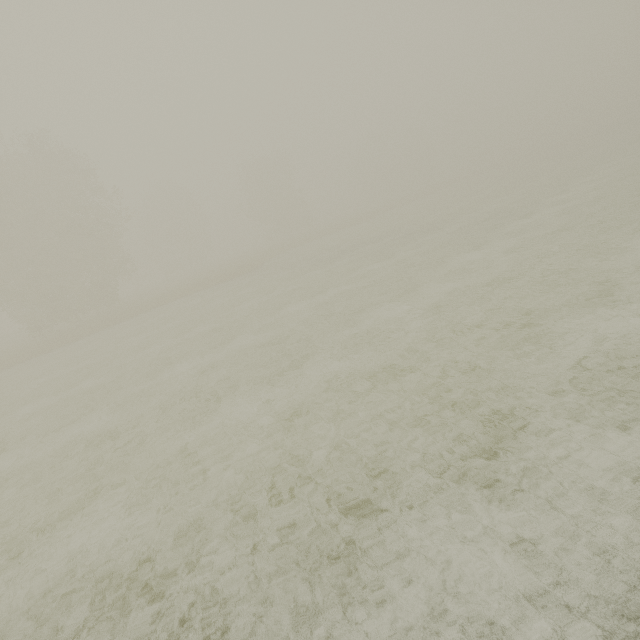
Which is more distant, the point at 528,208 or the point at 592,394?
the point at 528,208
